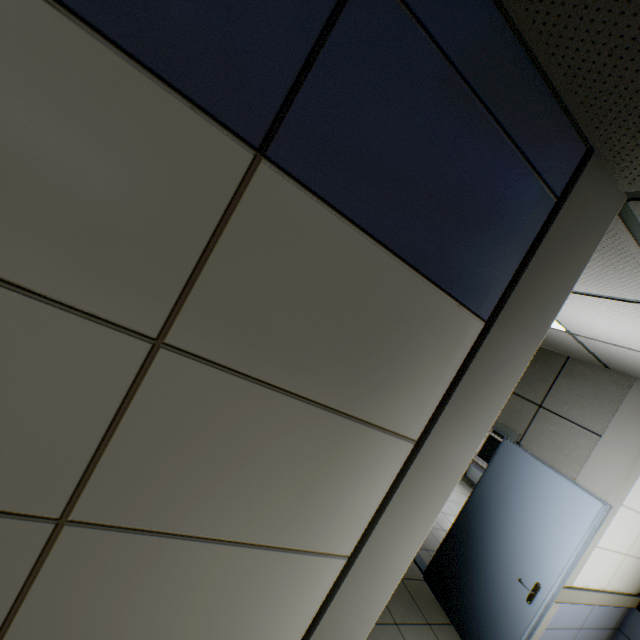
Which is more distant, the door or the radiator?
the radiator

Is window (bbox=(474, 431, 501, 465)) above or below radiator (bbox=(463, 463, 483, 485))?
above

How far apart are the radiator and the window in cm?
16

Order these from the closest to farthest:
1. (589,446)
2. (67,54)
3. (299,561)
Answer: (67,54) → (299,561) → (589,446)

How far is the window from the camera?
8.98m

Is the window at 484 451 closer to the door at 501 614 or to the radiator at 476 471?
the radiator at 476 471

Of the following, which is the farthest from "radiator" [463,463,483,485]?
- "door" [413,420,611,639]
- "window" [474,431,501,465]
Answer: "door" [413,420,611,639]

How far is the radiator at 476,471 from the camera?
8.8 meters
